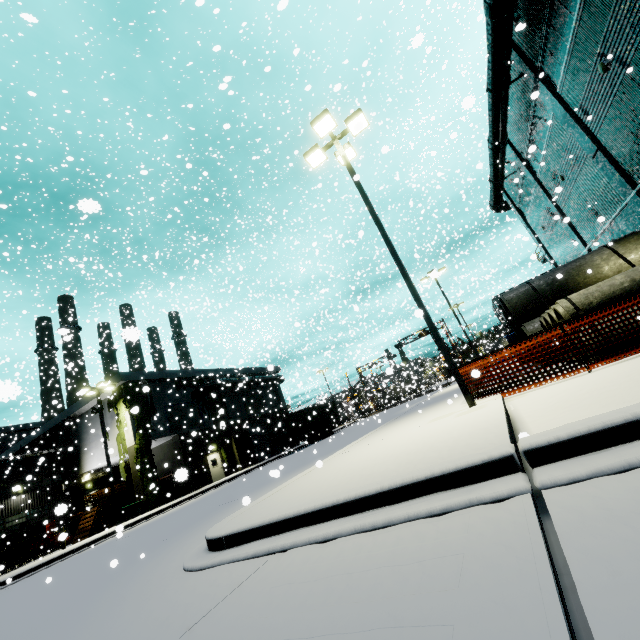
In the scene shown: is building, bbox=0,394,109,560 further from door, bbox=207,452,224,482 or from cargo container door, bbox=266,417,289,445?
cargo container door, bbox=266,417,289,445

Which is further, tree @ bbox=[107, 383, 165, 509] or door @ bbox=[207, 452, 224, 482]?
door @ bbox=[207, 452, 224, 482]

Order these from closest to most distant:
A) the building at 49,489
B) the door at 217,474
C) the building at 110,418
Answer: the building at 49,489 → the building at 110,418 → the door at 217,474

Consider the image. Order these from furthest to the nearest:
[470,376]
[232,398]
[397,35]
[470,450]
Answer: [232,398], [397,35], [470,376], [470,450]

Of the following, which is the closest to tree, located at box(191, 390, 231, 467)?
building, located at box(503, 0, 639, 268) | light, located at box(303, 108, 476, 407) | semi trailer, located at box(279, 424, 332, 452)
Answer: building, located at box(503, 0, 639, 268)

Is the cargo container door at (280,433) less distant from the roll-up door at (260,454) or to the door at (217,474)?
the roll-up door at (260,454)

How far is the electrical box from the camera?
22.1m

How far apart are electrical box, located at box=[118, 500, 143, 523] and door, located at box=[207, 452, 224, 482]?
6.78m
